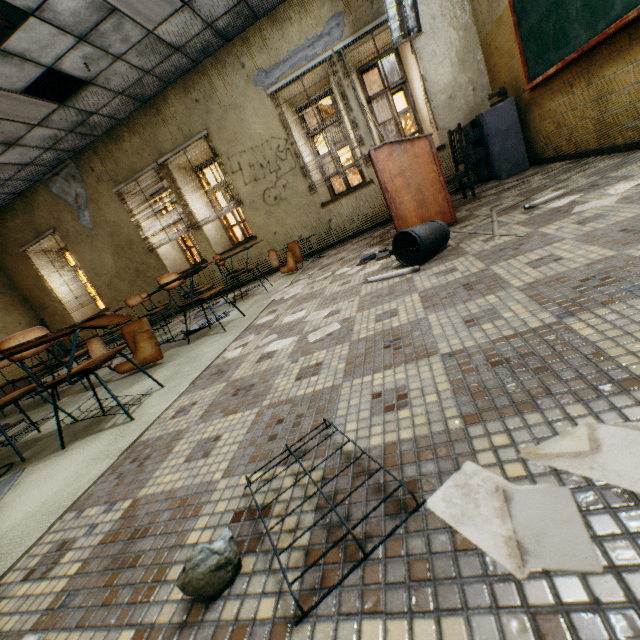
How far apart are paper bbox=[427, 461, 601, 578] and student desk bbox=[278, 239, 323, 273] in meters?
4.6

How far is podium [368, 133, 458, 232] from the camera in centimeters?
310cm

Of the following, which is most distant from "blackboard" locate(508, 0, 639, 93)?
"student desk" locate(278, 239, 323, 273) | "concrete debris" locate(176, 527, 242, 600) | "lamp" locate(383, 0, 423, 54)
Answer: "student desk" locate(278, 239, 323, 273)

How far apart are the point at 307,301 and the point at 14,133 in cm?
636

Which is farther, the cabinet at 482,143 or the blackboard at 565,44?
the cabinet at 482,143

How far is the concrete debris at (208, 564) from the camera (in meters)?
0.68

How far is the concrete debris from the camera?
0.7 meters

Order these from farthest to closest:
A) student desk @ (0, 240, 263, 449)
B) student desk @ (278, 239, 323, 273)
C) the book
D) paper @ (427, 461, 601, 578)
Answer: student desk @ (278, 239, 323, 273) < the book < student desk @ (0, 240, 263, 449) < paper @ (427, 461, 601, 578)
